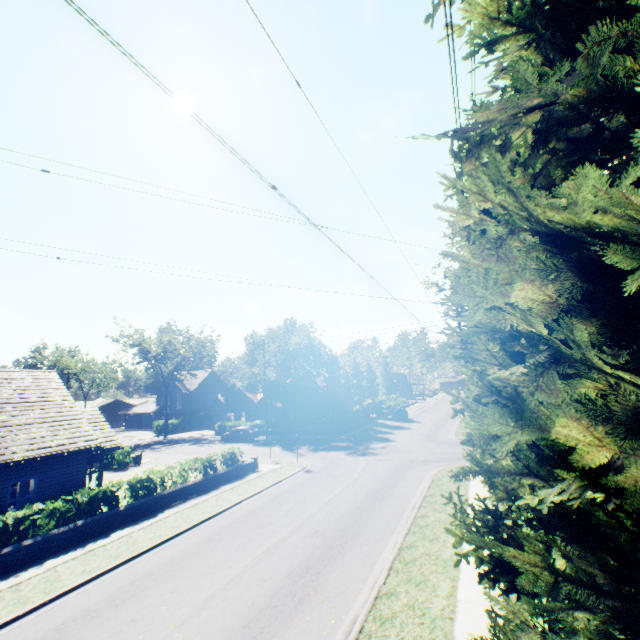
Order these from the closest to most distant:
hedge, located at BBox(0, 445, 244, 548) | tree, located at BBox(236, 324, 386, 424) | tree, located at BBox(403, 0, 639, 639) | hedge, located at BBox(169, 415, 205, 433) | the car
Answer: tree, located at BBox(403, 0, 639, 639) < hedge, located at BBox(0, 445, 244, 548) < the car < tree, located at BBox(236, 324, 386, 424) < hedge, located at BBox(169, 415, 205, 433)

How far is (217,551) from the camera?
11.7m

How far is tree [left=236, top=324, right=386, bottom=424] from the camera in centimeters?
4055cm

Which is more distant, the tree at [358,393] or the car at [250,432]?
the tree at [358,393]

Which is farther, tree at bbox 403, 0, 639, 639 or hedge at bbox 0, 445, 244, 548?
hedge at bbox 0, 445, 244, 548

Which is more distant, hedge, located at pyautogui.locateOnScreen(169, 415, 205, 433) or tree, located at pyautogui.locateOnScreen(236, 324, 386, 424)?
hedge, located at pyautogui.locateOnScreen(169, 415, 205, 433)

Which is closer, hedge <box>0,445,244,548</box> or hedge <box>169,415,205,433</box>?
hedge <box>0,445,244,548</box>

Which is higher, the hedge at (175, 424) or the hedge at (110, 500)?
the hedge at (175, 424)
